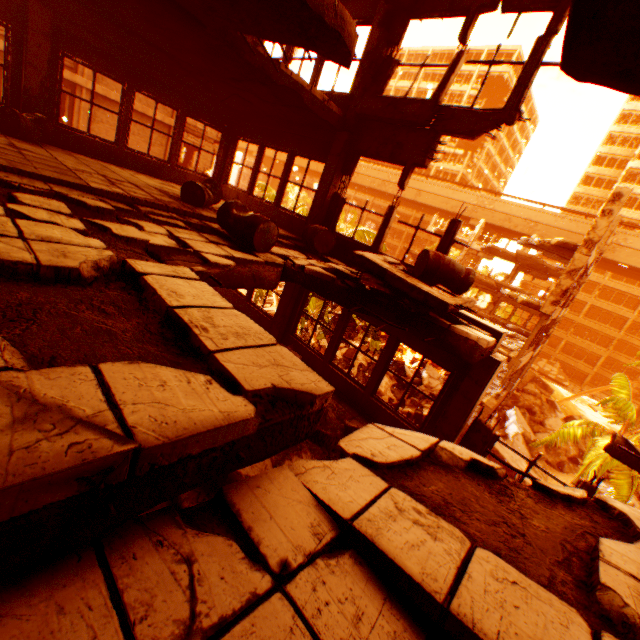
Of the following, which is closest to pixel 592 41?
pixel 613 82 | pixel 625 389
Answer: pixel 613 82

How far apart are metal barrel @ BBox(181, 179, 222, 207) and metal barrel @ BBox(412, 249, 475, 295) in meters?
4.4 m

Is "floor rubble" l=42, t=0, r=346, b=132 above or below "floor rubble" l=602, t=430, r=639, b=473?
above

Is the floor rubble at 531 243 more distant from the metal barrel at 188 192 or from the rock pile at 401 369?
the metal barrel at 188 192

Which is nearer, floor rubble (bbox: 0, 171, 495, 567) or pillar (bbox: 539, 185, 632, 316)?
floor rubble (bbox: 0, 171, 495, 567)

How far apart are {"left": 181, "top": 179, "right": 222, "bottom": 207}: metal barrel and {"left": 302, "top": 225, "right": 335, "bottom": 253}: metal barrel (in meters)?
1.99

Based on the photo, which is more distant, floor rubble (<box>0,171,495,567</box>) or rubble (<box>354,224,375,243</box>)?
rubble (<box>354,224,375,243</box>)

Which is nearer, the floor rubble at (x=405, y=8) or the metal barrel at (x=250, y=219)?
the metal barrel at (x=250, y=219)
